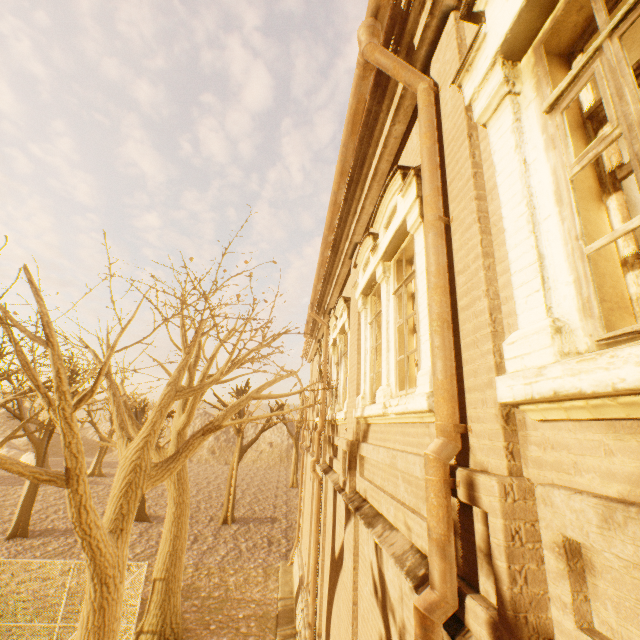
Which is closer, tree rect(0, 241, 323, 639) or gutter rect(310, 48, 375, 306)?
gutter rect(310, 48, 375, 306)

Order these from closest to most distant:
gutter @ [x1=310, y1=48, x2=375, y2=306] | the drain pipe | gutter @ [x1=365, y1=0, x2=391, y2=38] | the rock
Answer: the drain pipe
gutter @ [x1=365, y1=0, x2=391, y2=38]
gutter @ [x1=310, y1=48, x2=375, y2=306]
the rock

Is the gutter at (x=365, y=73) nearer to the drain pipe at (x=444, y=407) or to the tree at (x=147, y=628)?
the drain pipe at (x=444, y=407)

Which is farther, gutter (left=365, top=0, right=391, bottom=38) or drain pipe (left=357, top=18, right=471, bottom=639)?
gutter (left=365, top=0, right=391, bottom=38)

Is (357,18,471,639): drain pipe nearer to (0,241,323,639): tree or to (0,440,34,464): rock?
(0,241,323,639): tree

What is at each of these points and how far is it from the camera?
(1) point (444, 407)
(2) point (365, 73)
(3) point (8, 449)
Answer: (1) drain pipe, 2.12m
(2) gutter, 3.71m
(3) rock, 42.81m

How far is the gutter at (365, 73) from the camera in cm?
376

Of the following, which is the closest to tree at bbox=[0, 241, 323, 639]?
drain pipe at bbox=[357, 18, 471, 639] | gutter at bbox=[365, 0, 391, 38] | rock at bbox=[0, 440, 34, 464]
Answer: gutter at bbox=[365, 0, 391, 38]
